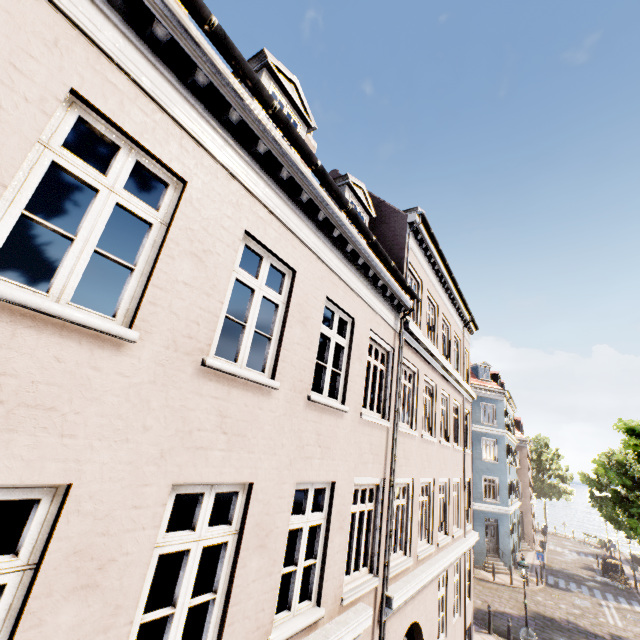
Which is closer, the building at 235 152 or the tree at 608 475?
the building at 235 152

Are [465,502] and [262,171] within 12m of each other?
no

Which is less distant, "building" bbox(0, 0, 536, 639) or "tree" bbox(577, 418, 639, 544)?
"building" bbox(0, 0, 536, 639)
